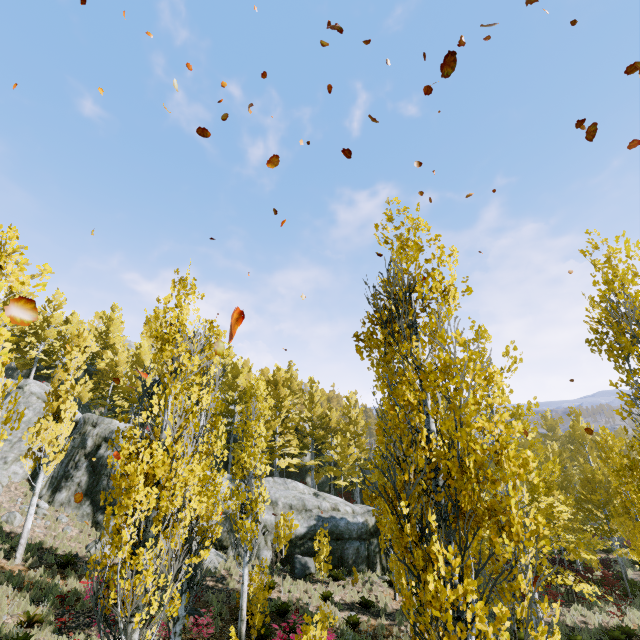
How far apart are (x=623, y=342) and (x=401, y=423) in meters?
6.9

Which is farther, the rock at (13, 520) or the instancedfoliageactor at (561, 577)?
Result: the rock at (13, 520)

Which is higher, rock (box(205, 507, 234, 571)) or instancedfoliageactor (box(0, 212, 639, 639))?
instancedfoliageactor (box(0, 212, 639, 639))

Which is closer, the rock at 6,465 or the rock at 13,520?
the rock at 13,520

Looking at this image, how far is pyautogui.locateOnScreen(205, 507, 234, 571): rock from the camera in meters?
16.7 m

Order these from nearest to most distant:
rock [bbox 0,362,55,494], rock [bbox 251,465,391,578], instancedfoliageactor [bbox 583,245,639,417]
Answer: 1. instancedfoliageactor [bbox 583,245,639,417]
2. rock [bbox 251,465,391,578]
3. rock [bbox 0,362,55,494]
